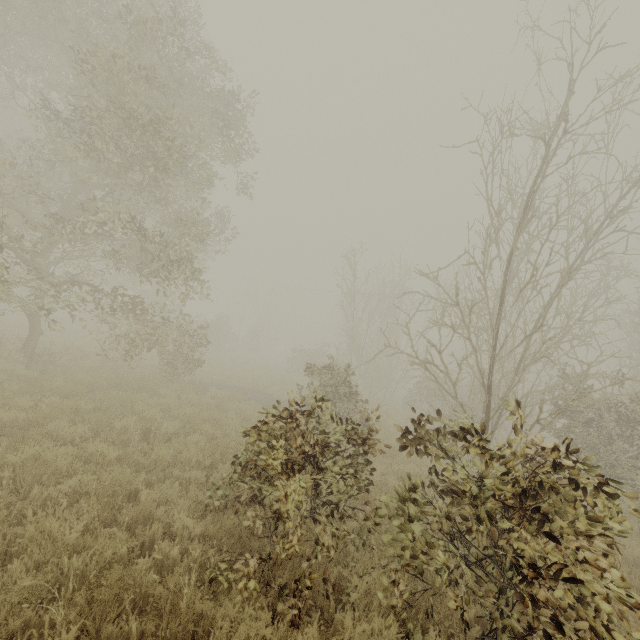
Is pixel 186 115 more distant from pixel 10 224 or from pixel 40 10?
pixel 10 224

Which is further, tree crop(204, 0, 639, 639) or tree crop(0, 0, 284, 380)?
tree crop(0, 0, 284, 380)

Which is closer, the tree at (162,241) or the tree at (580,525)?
the tree at (580,525)
